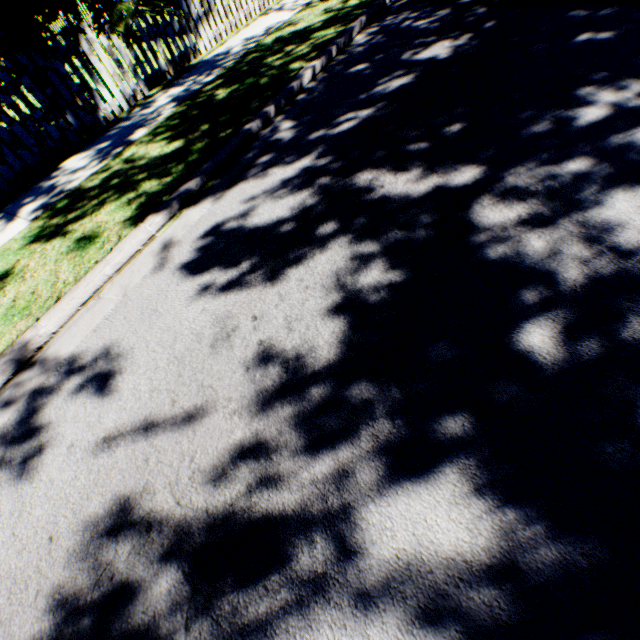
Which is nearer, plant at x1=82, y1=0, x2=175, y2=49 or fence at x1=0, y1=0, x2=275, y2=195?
plant at x1=82, y1=0, x2=175, y2=49

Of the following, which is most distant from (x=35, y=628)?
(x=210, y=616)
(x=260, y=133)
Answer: (x=260, y=133)

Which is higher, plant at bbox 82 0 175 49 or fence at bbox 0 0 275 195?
plant at bbox 82 0 175 49

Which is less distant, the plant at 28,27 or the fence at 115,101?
the plant at 28,27
